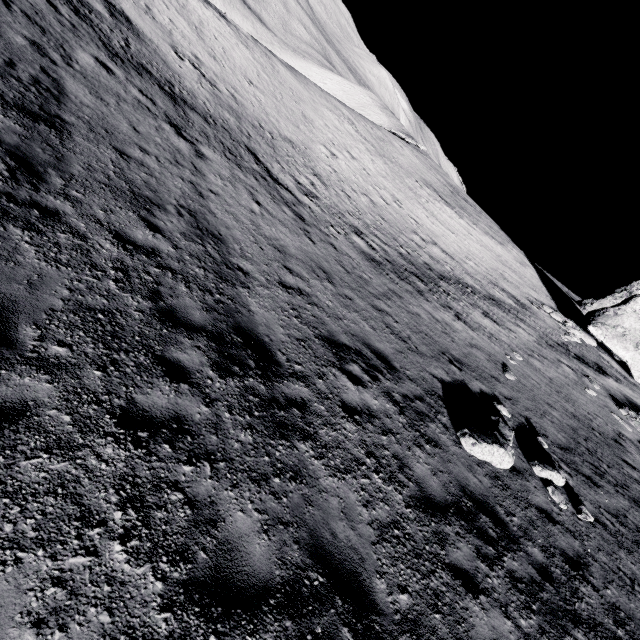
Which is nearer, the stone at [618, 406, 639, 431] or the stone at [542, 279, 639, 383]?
the stone at [618, 406, 639, 431]

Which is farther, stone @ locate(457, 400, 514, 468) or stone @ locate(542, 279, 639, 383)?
stone @ locate(542, 279, 639, 383)

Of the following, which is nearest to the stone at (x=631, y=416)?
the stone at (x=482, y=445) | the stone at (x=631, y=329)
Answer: the stone at (x=631, y=329)

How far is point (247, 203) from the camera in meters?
12.0 m

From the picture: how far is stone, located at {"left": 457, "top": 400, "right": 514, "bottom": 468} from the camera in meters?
8.0

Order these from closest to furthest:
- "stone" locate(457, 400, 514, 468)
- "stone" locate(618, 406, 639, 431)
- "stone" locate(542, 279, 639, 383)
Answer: "stone" locate(457, 400, 514, 468) → "stone" locate(618, 406, 639, 431) → "stone" locate(542, 279, 639, 383)

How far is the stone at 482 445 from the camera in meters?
8.0

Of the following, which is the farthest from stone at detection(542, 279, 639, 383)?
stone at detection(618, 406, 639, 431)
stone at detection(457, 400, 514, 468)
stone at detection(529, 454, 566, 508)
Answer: stone at detection(457, 400, 514, 468)
